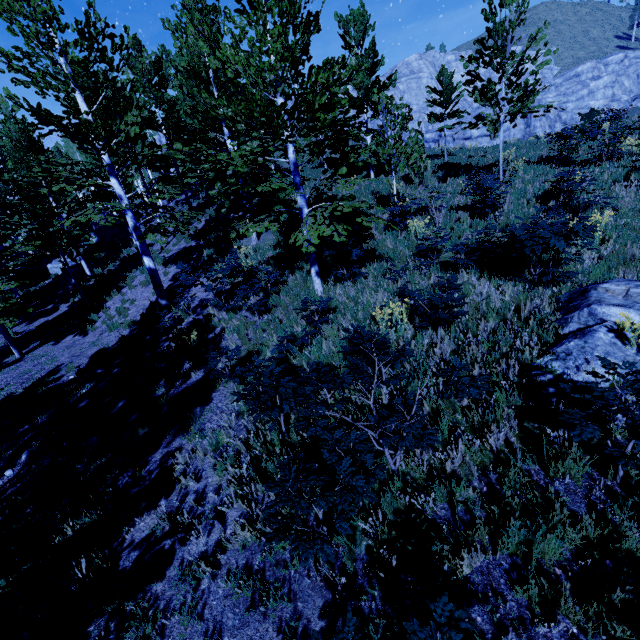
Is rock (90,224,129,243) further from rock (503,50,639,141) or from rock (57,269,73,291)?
rock (503,50,639,141)

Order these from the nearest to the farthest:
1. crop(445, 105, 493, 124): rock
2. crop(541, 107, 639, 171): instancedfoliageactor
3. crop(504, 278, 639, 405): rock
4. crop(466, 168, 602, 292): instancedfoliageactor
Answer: crop(504, 278, 639, 405): rock, crop(466, 168, 602, 292): instancedfoliageactor, crop(541, 107, 639, 171): instancedfoliageactor, crop(445, 105, 493, 124): rock

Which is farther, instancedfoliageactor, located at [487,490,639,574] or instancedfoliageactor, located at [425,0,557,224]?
instancedfoliageactor, located at [425,0,557,224]

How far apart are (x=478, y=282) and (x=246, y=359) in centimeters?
563cm

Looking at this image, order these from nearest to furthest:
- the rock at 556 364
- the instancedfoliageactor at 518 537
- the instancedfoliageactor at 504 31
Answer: the instancedfoliageactor at 518 537 → the rock at 556 364 → the instancedfoliageactor at 504 31

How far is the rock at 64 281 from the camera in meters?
20.6

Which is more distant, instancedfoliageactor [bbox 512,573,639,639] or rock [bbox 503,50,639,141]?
rock [bbox 503,50,639,141]
